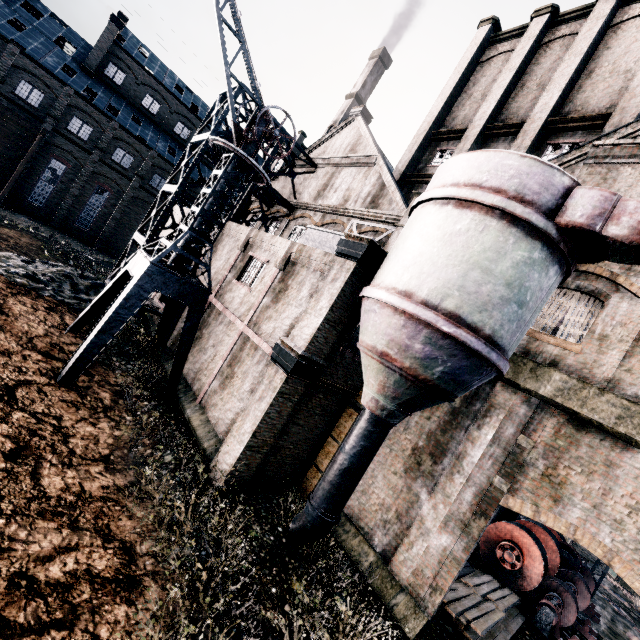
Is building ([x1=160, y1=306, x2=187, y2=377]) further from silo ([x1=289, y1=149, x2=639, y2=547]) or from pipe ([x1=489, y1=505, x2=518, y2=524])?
pipe ([x1=489, y1=505, x2=518, y2=524])

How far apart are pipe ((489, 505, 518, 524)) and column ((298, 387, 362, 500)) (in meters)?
13.07

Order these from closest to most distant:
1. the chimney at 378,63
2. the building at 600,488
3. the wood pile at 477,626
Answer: the building at 600,488 → the wood pile at 477,626 → the chimney at 378,63

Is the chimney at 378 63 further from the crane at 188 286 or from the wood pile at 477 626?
the wood pile at 477 626

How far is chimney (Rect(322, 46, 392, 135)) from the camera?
40.1m

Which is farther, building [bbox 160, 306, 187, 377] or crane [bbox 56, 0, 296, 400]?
building [bbox 160, 306, 187, 377]

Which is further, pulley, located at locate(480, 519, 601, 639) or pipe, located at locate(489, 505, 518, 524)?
pipe, located at locate(489, 505, 518, 524)

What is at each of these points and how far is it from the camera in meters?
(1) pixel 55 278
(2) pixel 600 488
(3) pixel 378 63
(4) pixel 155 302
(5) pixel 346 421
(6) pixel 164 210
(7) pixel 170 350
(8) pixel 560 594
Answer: (1) stone debris, 18.6
(2) building, 8.7
(3) chimney, 40.4
(4) building, 23.4
(5) column, 13.8
(6) building, 19.8
(7) building, 19.2
(8) pulley, 15.2
